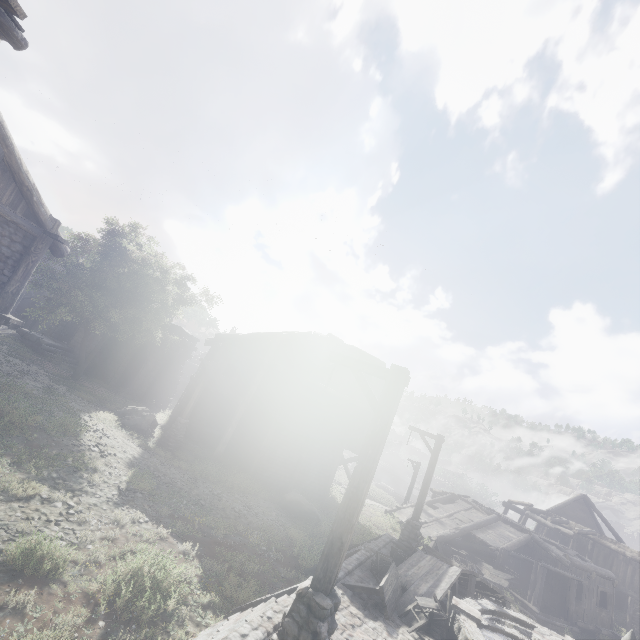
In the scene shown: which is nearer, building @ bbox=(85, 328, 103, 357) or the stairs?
the stairs

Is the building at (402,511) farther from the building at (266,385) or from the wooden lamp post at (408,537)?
the wooden lamp post at (408,537)

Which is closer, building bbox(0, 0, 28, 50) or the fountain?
building bbox(0, 0, 28, 50)

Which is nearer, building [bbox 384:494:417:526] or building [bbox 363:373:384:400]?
building [bbox 363:373:384:400]

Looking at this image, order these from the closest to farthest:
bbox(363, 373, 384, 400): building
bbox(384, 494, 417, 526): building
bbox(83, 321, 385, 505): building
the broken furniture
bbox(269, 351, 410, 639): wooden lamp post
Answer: bbox(269, 351, 410, 639): wooden lamp post → the broken furniture → bbox(83, 321, 385, 505): building → bbox(363, 373, 384, 400): building → bbox(384, 494, 417, 526): building

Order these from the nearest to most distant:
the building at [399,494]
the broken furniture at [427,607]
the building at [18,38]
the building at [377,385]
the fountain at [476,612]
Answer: the building at [18,38]
the fountain at [476,612]
the broken furniture at [427,607]
the building at [377,385]
the building at [399,494]

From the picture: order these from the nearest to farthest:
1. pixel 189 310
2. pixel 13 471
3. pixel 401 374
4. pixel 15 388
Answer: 1. pixel 401 374
2. pixel 13 471
3. pixel 15 388
4. pixel 189 310

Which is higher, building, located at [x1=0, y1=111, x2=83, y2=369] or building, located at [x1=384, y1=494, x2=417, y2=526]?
building, located at [x1=0, y1=111, x2=83, y2=369]
